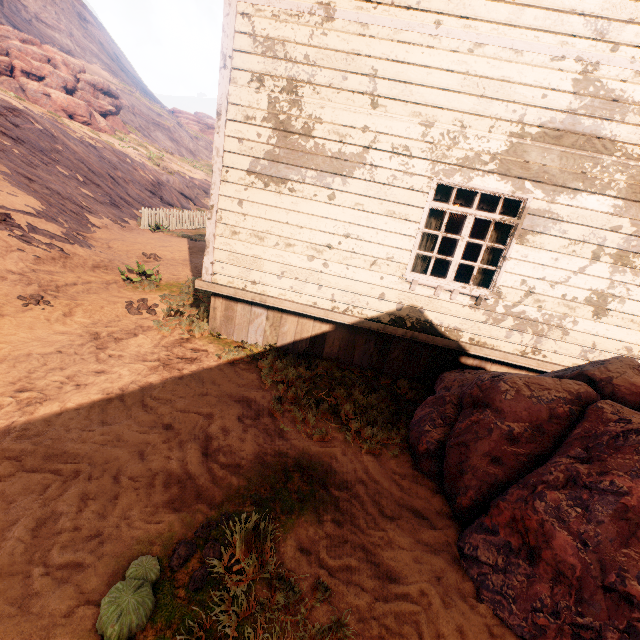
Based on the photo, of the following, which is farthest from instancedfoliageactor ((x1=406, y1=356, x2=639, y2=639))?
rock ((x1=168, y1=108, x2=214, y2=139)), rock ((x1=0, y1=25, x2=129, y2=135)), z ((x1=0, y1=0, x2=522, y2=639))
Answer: rock ((x1=168, y1=108, x2=214, y2=139))

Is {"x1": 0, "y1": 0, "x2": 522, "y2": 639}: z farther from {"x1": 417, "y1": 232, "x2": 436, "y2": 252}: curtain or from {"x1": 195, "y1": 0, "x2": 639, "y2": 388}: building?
{"x1": 417, "y1": 232, "x2": 436, "y2": 252}: curtain

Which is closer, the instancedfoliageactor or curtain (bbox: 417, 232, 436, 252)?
the instancedfoliageactor

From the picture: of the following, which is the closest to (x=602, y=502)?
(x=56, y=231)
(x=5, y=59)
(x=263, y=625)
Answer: (x=263, y=625)

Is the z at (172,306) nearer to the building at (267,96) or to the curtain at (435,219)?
the building at (267,96)

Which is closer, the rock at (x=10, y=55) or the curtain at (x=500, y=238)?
the curtain at (x=500, y=238)

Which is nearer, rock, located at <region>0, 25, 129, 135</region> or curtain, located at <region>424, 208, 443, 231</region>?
curtain, located at <region>424, 208, 443, 231</region>

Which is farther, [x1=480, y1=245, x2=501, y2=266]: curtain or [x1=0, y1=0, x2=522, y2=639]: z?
[x1=480, y1=245, x2=501, y2=266]: curtain
